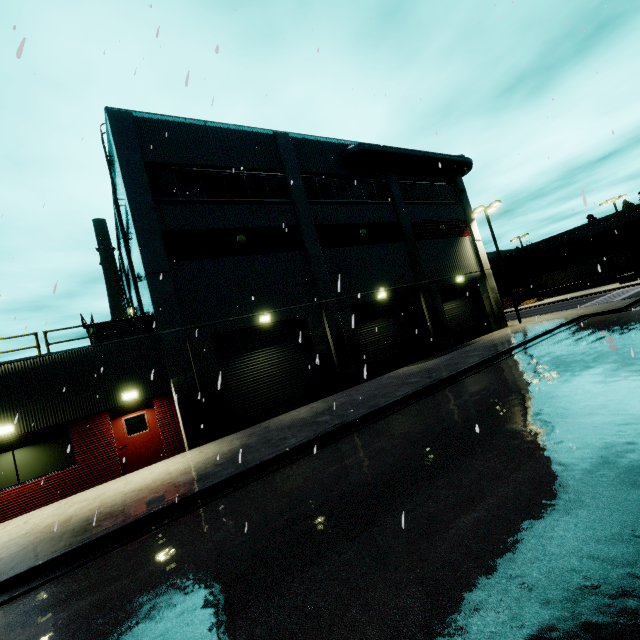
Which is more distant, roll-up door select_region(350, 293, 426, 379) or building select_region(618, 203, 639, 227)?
building select_region(618, 203, 639, 227)

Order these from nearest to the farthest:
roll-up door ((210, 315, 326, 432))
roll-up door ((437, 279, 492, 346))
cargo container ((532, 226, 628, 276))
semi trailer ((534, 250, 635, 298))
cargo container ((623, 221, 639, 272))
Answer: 1. roll-up door ((210, 315, 326, 432))
2. roll-up door ((437, 279, 492, 346))
3. semi trailer ((534, 250, 635, 298))
4. cargo container ((623, 221, 639, 272))
5. cargo container ((532, 226, 628, 276))

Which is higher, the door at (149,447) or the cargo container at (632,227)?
the cargo container at (632,227)

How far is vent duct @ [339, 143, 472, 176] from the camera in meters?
20.0

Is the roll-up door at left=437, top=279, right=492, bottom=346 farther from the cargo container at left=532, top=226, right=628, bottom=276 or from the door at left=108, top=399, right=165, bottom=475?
the door at left=108, top=399, right=165, bottom=475

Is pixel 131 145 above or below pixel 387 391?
above

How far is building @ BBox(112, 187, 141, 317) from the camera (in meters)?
20.25

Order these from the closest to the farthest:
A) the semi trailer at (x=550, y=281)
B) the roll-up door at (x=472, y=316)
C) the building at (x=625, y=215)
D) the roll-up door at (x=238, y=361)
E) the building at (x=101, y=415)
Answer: the building at (x=101, y=415), the roll-up door at (x=238, y=361), the roll-up door at (x=472, y=316), the semi trailer at (x=550, y=281), the building at (x=625, y=215)
